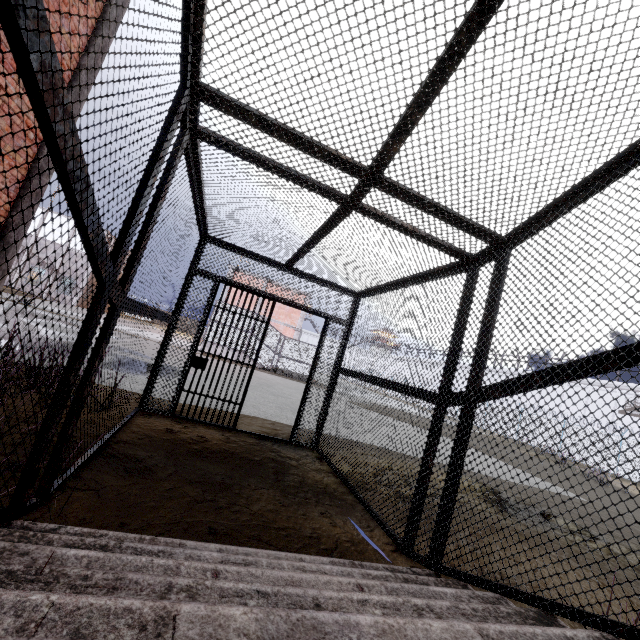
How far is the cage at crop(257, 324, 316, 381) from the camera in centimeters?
2370cm

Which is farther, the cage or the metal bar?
the cage

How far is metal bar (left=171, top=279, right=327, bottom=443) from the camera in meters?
5.4 m

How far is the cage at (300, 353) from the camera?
23.7 meters

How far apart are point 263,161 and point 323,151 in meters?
0.6

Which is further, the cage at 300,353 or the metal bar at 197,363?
the cage at 300,353
